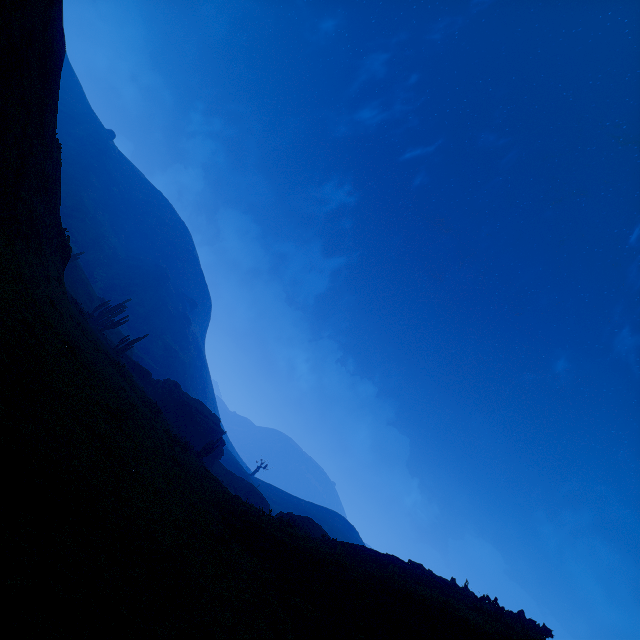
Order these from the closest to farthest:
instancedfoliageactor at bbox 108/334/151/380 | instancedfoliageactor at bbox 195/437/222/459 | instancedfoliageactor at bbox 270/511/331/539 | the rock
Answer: instancedfoliageactor at bbox 270/511/331/539 < instancedfoliageactor at bbox 195/437/222/459 < instancedfoliageactor at bbox 108/334/151/380 < the rock

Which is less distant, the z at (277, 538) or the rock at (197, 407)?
the z at (277, 538)

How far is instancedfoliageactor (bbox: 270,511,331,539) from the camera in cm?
1380

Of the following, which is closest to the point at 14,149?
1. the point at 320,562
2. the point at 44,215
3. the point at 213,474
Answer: the point at 44,215

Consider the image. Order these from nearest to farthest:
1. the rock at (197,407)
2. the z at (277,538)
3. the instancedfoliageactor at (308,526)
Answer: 1. the z at (277,538)
2. the instancedfoliageactor at (308,526)
3. the rock at (197,407)

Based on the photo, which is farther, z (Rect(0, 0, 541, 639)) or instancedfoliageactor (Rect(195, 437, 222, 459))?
instancedfoliageactor (Rect(195, 437, 222, 459))

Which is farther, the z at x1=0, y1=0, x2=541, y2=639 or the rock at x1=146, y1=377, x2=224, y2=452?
the rock at x1=146, y1=377, x2=224, y2=452

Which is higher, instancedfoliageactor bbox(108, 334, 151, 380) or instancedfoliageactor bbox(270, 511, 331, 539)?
instancedfoliageactor bbox(270, 511, 331, 539)
